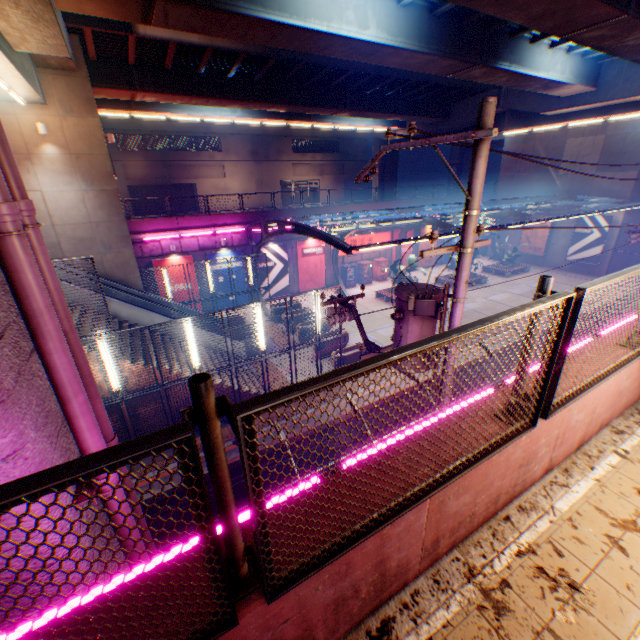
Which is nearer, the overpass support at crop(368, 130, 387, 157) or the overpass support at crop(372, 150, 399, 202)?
the overpass support at crop(368, 130, 387, 157)

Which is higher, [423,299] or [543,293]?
[543,293]

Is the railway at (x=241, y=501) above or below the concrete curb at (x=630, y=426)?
below

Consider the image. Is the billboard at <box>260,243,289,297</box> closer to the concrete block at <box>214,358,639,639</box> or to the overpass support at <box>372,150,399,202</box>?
the overpass support at <box>372,150,399,202</box>

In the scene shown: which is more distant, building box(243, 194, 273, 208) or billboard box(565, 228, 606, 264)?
building box(243, 194, 273, 208)

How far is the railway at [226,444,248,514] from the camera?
11.1 meters

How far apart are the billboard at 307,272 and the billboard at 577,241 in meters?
24.0

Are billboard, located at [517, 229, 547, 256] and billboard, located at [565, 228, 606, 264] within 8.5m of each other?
yes
